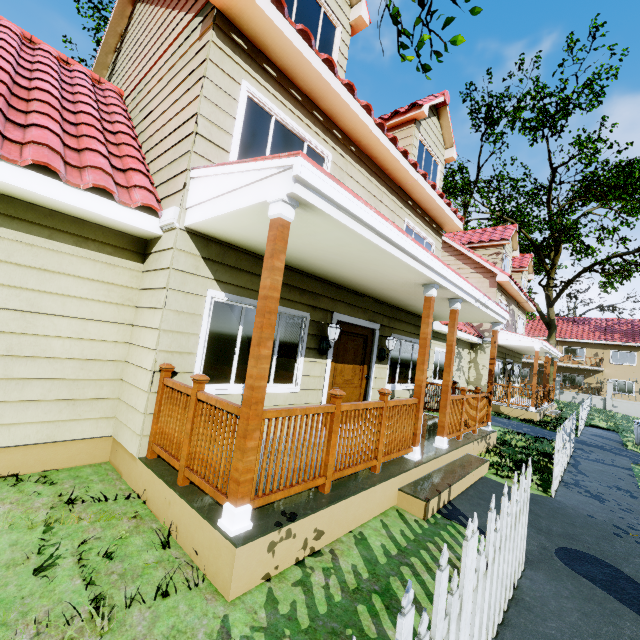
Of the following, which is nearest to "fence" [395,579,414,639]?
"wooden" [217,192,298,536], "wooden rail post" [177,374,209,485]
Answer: "wooden" [217,192,298,536]

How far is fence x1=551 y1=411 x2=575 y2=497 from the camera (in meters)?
5.56

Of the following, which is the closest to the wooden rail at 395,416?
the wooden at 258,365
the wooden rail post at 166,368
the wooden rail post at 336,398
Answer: the wooden rail post at 336,398

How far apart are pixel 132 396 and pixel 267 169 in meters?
3.2 m

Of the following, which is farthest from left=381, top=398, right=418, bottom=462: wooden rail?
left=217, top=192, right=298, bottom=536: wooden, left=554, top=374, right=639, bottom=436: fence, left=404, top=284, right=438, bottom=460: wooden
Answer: left=217, top=192, right=298, bottom=536: wooden

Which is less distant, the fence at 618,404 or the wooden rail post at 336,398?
the wooden rail post at 336,398

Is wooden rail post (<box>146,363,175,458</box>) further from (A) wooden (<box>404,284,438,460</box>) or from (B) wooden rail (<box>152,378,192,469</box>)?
(A) wooden (<box>404,284,438,460</box>)

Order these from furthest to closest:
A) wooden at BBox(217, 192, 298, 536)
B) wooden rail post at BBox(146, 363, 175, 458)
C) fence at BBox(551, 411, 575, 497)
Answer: fence at BBox(551, 411, 575, 497) < wooden rail post at BBox(146, 363, 175, 458) < wooden at BBox(217, 192, 298, 536)
